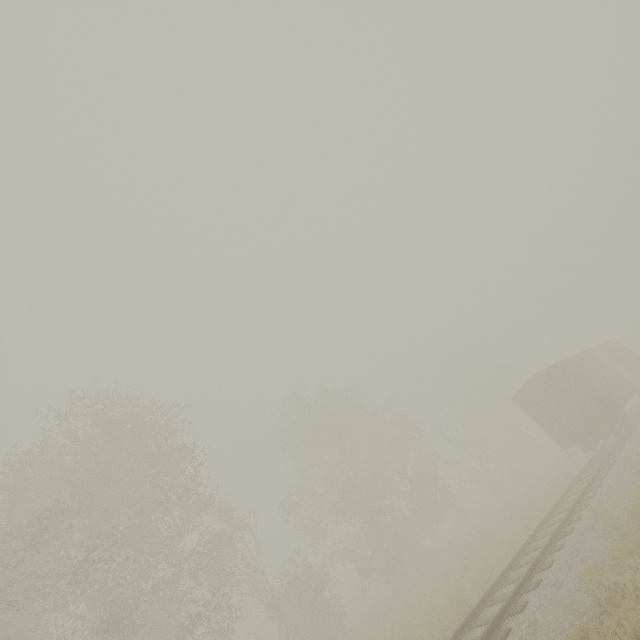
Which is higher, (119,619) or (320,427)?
(320,427)

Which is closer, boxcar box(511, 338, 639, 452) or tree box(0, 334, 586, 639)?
tree box(0, 334, 586, 639)

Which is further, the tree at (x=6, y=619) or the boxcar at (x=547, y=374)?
the boxcar at (x=547, y=374)
